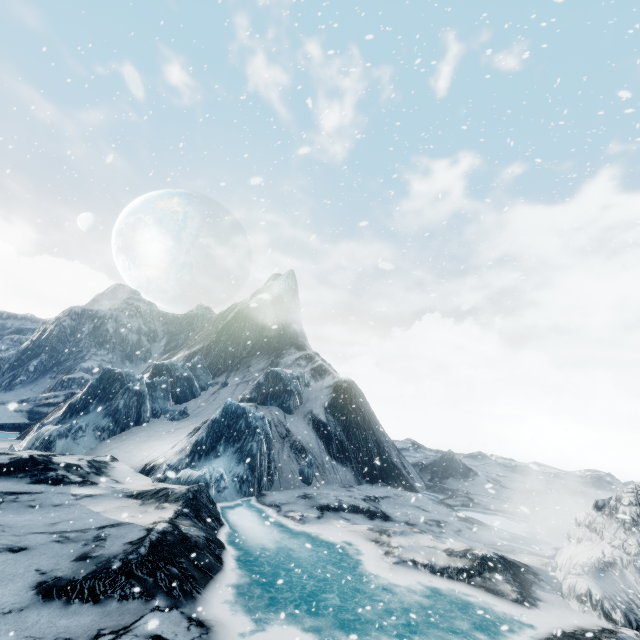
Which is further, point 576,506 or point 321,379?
point 321,379
